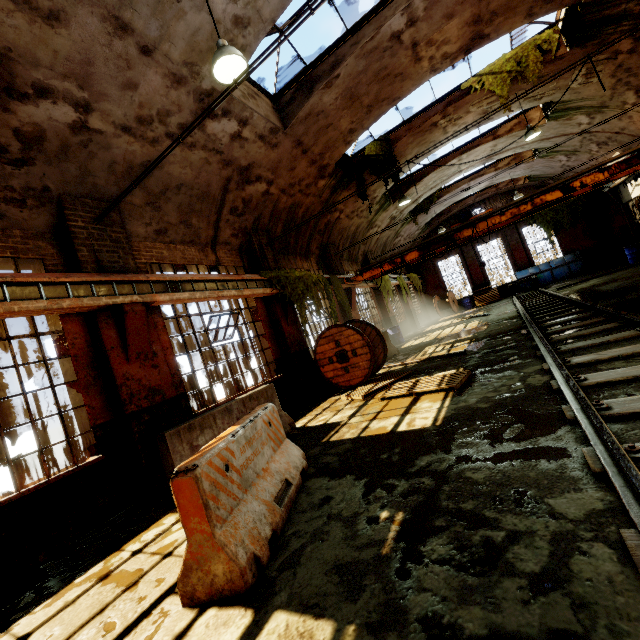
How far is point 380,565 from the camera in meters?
2.3 m

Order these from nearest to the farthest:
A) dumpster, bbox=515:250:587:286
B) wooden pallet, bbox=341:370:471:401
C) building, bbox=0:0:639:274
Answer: building, bbox=0:0:639:274 < wooden pallet, bbox=341:370:471:401 < dumpster, bbox=515:250:587:286

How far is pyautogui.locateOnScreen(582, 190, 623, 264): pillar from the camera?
21.4 meters

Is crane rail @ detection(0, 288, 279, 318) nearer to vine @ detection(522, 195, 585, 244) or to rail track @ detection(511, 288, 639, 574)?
rail track @ detection(511, 288, 639, 574)

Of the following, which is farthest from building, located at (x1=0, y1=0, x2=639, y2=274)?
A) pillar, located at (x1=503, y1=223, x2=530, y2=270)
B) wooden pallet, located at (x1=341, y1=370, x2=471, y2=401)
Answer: pillar, located at (x1=503, y1=223, x2=530, y2=270)

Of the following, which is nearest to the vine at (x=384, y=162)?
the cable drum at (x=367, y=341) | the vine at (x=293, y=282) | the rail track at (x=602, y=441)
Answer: the vine at (x=293, y=282)

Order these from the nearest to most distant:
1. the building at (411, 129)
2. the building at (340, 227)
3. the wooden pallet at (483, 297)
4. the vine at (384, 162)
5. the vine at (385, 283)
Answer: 1. the building at (340, 227)
2. the building at (411, 129)
3. the vine at (384, 162)
4. the vine at (385, 283)
5. the wooden pallet at (483, 297)

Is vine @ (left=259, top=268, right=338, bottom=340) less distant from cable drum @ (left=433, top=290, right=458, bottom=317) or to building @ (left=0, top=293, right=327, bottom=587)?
building @ (left=0, top=293, right=327, bottom=587)
